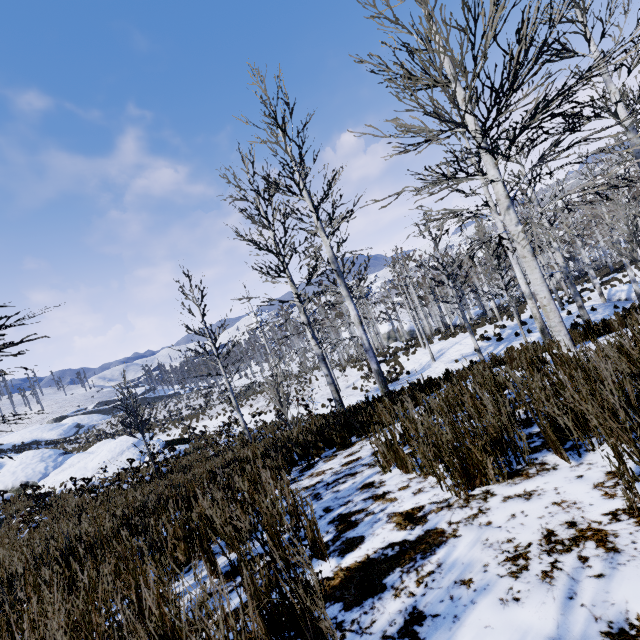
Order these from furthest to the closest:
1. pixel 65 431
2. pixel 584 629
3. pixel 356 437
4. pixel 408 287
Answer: pixel 65 431 < pixel 408 287 < pixel 356 437 < pixel 584 629

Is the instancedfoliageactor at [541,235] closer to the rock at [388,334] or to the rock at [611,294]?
the rock at [611,294]

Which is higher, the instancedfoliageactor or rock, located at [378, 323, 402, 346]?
the instancedfoliageactor

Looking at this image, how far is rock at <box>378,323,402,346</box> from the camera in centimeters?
3688cm

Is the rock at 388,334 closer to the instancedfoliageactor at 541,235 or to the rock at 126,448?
the instancedfoliageactor at 541,235

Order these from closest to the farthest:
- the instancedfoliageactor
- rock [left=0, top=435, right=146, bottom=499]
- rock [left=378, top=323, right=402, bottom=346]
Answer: the instancedfoliageactor → rock [left=0, top=435, right=146, bottom=499] → rock [left=378, top=323, right=402, bottom=346]

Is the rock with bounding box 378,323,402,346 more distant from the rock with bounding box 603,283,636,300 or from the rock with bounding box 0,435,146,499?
the rock with bounding box 0,435,146,499

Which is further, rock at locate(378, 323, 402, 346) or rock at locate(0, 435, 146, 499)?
rock at locate(378, 323, 402, 346)
